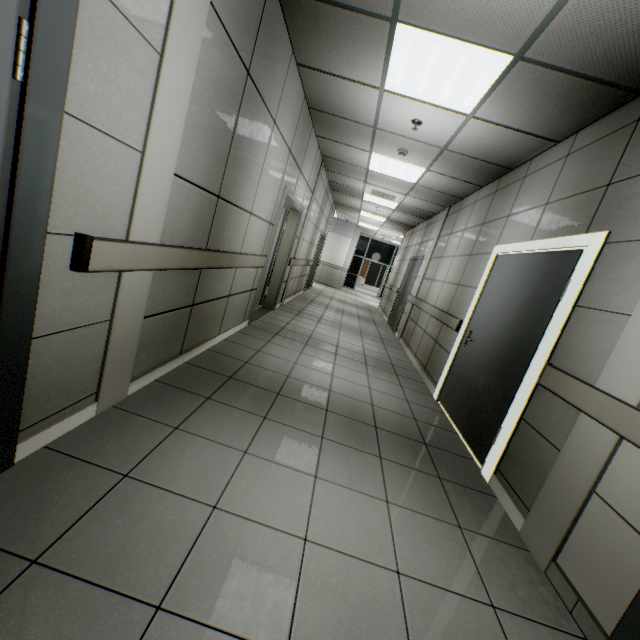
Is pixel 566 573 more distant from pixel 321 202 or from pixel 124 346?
pixel 321 202

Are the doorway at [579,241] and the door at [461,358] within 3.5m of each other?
yes

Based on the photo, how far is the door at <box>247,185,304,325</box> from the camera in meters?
4.9

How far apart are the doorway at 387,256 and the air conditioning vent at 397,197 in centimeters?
1088cm

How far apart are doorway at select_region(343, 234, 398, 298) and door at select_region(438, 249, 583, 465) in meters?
15.5

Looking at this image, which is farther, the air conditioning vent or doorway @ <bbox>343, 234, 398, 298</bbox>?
doorway @ <bbox>343, 234, 398, 298</bbox>

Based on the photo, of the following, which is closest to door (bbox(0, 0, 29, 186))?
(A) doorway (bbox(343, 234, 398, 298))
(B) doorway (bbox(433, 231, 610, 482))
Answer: (B) doorway (bbox(433, 231, 610, 482))

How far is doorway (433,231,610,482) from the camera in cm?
244
